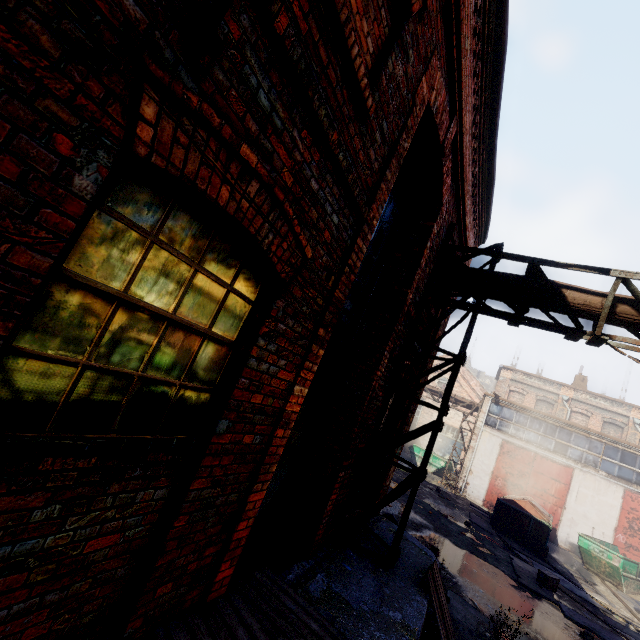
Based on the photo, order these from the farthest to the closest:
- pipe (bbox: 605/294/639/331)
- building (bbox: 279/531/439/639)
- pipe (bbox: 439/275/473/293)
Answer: pipe (bbox: 439/275/473/293), pipe (bbox: 605/294/639/331), building (bbox: 279/531/439/639)

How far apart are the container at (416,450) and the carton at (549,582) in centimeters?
1395cm

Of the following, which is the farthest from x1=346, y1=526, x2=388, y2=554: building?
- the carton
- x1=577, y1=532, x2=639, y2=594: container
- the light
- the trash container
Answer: x1=577, y1=532, x2=639, y2=594: container

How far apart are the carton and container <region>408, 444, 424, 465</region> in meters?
14.0

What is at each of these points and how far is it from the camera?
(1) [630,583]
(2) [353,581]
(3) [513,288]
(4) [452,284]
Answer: (1) container, 13.76m
(2) building, 4.35m
(3) pipe, 5.58m
(4) pipe, 6.15m

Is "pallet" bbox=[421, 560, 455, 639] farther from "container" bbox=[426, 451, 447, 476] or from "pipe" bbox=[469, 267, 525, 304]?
"container" bbox=[426, 451, 447, 476]

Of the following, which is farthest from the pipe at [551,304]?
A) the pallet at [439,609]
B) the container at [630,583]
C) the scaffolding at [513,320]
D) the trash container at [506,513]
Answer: the container at [630,583]
